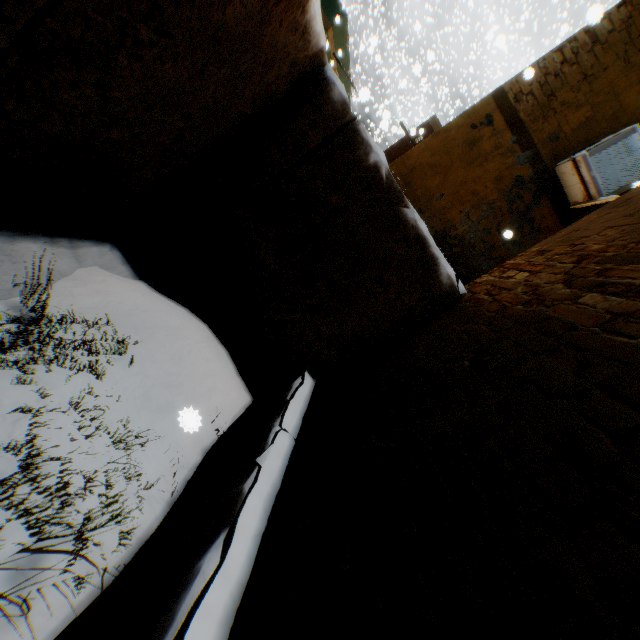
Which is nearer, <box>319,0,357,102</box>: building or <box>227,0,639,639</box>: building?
<box>227,0,639,639</box>: building

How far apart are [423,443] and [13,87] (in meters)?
2.72

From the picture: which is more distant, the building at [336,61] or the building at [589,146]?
the building at [336,61]
